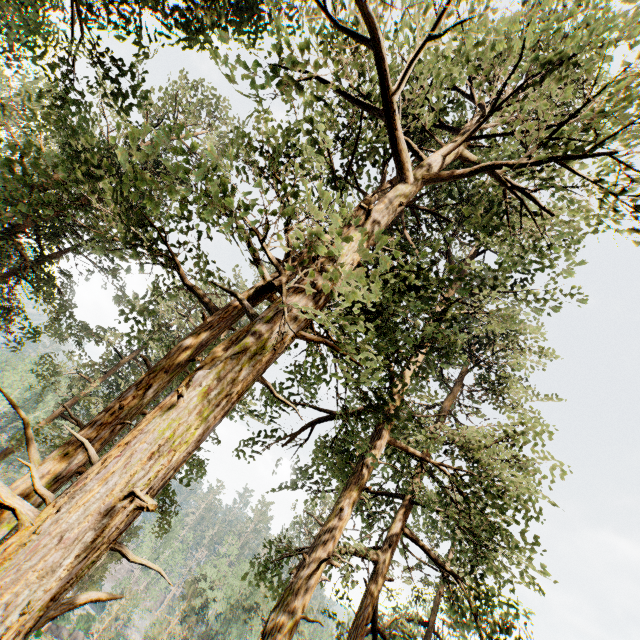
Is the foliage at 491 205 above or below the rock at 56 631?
above

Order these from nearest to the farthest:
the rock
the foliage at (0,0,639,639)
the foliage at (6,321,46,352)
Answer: the foliage at (0,0,639,639) < the foliage at (6,321,46,352) < the rock

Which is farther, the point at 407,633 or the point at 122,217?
the point at 407,633

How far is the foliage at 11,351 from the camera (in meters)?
16.25

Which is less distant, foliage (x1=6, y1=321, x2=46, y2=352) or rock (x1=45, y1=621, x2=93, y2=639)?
foliage (x1=6, y1=321, x2=46, y2=352)

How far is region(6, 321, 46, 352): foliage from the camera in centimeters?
1625cm

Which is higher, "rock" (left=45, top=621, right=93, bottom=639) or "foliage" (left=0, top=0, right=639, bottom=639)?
"foliage" (left=0, top=0, right=639, bottom=639)
